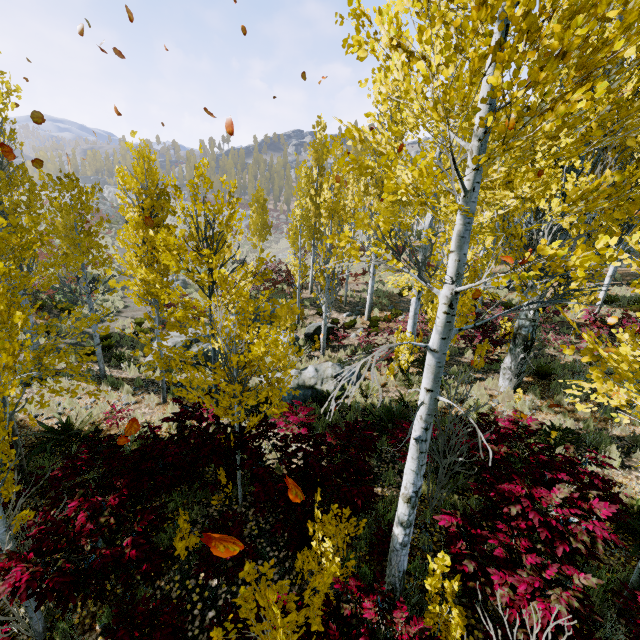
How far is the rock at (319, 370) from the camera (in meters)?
9.62

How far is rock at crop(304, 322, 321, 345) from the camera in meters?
15.2 m

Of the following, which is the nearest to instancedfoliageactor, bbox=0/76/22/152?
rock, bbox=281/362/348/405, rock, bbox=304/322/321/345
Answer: rock, bbox=281/362/348/405

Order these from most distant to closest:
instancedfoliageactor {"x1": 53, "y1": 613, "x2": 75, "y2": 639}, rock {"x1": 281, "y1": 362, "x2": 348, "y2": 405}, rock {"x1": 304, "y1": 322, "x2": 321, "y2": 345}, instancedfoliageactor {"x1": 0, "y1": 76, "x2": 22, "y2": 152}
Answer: rock {"x1": 304, "y1": 322, "x2": 321, "y2": 345}
rock {"x1": 281, "y1": 362, "x2": 348, "y2": 405}
instancedfoliageactor {"x1": 0, "y1": 76, "x2": 22, "y2": 152}
instancedfoliageactor {"x1": 53, "y1": 613, "x2": 75, "y2": 639}

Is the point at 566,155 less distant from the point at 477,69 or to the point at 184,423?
the point at 184,423

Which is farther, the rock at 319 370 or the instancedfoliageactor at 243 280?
the rock at 319 370
